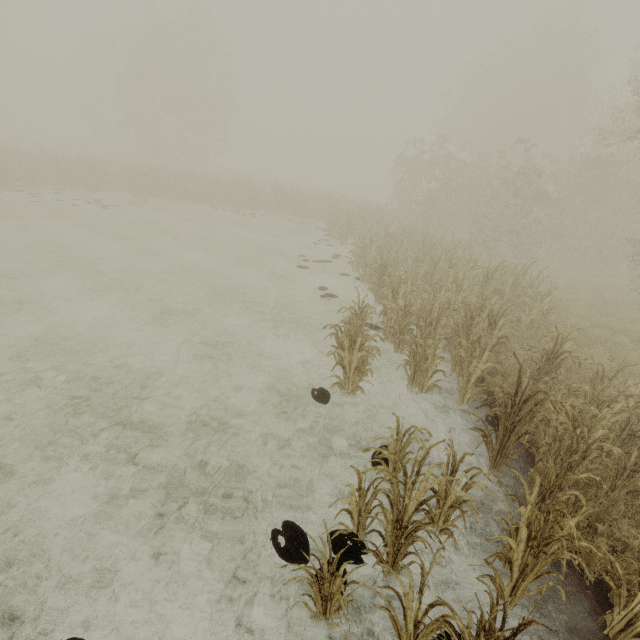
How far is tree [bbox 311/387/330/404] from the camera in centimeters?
595cm

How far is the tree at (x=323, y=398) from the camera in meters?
5.9

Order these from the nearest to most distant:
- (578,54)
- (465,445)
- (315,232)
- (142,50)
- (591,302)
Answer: (465,445) → (591,302) → (315,232) → (578,54) → (142,50)

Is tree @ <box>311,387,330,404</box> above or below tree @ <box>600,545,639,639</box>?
below

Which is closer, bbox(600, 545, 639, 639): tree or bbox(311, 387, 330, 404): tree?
bbox(600, 545, 639, 639): tree

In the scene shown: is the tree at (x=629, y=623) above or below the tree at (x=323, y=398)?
above
